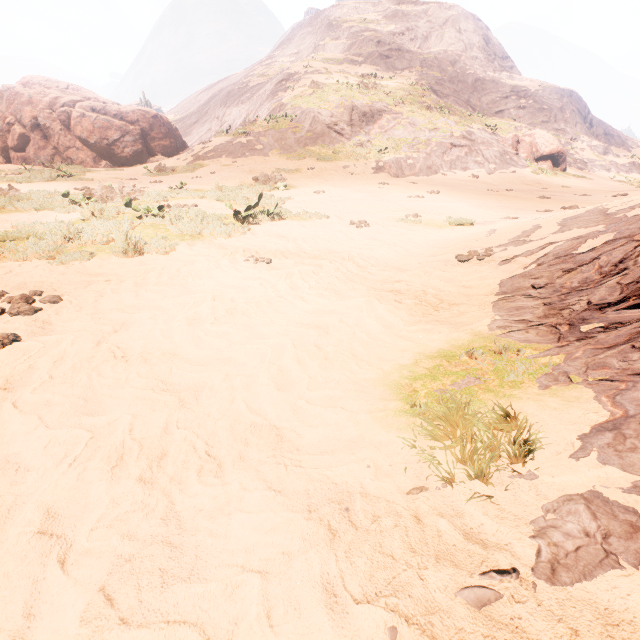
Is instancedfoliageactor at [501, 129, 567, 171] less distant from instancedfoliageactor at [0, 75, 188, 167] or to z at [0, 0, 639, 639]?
z at [0, 0, 639, 639]

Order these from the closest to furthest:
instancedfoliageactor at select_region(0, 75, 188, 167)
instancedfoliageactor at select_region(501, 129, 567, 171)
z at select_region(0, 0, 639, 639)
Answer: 1. z at select_region(0, 0, 639, 639)
2. instancedfoliageactor at select_region(0, 75, 188, 167)
3. instancedfoliageactor at select_region(501, 129, 567, 171)

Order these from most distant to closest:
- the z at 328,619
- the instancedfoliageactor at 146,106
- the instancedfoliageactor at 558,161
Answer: the instancedfoliageactor at 558,161 → the instancedfoliageactor at 146,106 → the z at 328,619

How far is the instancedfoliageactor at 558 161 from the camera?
25.14m

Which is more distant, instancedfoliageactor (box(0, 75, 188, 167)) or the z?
instancedfoliageactor (box(0, 75, 188, 167))

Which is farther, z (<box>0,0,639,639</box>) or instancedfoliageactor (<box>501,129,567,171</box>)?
instancedfoliageactor (<box>501,129,567,171</box>)

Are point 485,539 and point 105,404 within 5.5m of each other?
yes

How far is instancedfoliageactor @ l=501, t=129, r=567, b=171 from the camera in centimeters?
2514cm
